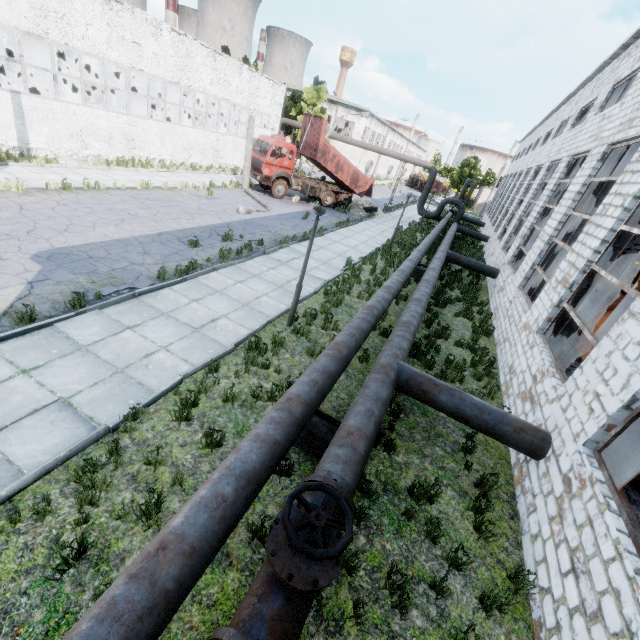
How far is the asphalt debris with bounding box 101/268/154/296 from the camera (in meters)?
8.18

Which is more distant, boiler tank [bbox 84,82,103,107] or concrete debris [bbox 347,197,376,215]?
concrete debris [bbox 347,197,376,215]

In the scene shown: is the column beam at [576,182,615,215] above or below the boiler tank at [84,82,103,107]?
above

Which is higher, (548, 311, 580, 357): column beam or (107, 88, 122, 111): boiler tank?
(107, 88, 122, 111): boiler tank

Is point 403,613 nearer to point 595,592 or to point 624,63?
point 595,592

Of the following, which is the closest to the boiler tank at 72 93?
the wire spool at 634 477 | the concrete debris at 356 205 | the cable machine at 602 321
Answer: the concrete debris at 356 205

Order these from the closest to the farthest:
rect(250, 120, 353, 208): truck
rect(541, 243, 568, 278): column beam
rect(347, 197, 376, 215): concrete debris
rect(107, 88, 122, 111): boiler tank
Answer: rect(541, 243, 568, 278): column beam, rect(250, 120, 353, 208): truck, rect(107, 88, 122, 111): boiler tank, rect(347, 197, 376, 215): concrete debris

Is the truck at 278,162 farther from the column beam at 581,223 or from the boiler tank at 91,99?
the column beam at 581,223
